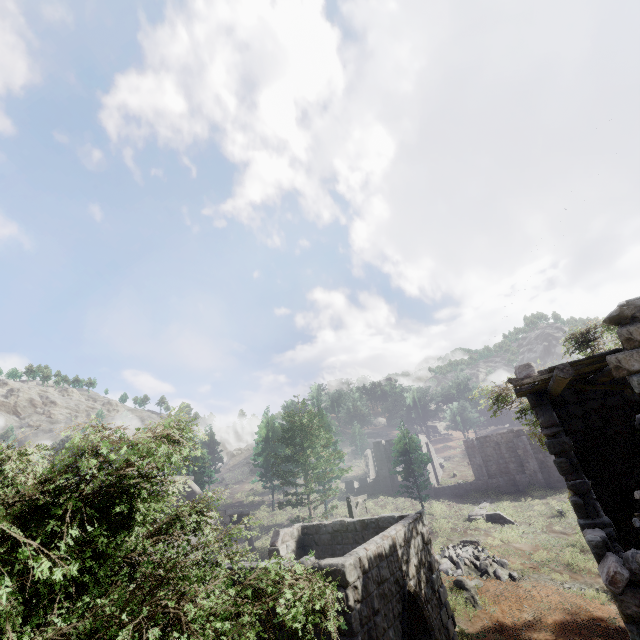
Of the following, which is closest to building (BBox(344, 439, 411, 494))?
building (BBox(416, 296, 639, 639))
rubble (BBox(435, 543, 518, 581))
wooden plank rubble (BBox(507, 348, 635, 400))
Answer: building (BBox(416, 296, 639, 639))

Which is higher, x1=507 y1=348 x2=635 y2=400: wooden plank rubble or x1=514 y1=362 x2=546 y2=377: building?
x1=514 y1=362 x2=546 y2=377: building

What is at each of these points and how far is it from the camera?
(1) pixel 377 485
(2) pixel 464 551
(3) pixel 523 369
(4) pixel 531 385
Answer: (1) building, 39.50m
(2) rubble, 19.75m
(3) building, 9.82m
(4) wooden plank rubble, 8.46m

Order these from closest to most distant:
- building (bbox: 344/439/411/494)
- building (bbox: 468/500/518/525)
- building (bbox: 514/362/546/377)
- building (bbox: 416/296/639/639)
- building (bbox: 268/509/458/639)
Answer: building (bbox: 416/296/639/639), building (bbox: 268/509/458/639), building (bbox: 514/362/546/377), building (bbox: 468/500/518/525), building (bbox: 344/439/411/494)

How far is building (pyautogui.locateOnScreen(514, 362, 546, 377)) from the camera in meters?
9.6

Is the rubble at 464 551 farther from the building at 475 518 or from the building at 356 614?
the building at 475 518

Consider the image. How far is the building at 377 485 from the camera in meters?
38.7

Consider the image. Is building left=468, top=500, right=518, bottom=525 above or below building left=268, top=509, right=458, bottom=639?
below
